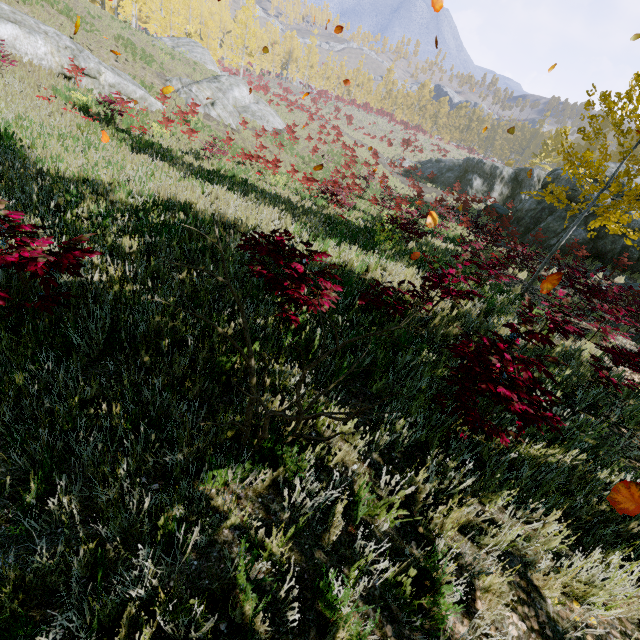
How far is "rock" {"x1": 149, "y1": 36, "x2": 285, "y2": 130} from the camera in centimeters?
2323cm

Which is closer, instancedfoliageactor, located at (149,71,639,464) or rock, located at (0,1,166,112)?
instancedfoliageactor, located at (149,71,639,464)

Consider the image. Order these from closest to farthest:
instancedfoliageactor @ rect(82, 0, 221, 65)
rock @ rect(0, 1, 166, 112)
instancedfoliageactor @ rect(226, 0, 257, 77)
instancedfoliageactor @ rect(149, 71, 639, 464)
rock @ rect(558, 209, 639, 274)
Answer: instancedfoliageactor @ rect(149, 71, 639, 464), rock @ rect(0, 1, 166, 112), rock @ rect(558, 209, 639, 274), instancedfoliageactor @ rect(82, 0, 221, 65), instancedfoliageactor @ rect(226, 0, 257, 77)

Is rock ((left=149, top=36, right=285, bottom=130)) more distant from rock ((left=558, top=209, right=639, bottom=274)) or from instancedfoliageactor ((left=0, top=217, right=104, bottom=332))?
instancedfoliageactor ((left=0, top=217, right=104, bottom=332))

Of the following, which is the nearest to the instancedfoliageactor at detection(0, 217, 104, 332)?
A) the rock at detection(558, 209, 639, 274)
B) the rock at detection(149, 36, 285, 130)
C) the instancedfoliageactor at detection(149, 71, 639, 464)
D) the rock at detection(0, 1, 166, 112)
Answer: the rock at detection(558, 209, 639, 274)

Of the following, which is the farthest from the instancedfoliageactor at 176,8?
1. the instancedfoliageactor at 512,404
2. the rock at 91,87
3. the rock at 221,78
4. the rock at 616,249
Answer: the rock at 221,78

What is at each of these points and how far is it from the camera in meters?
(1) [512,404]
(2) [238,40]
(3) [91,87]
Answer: (1) instancedfoliageactor, 2.9
(2) instancedfoliageactor, 48.7
(3) rock, 14.7

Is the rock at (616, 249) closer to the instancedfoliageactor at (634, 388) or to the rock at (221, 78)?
the instancedfoliageactor at (634, 388)
